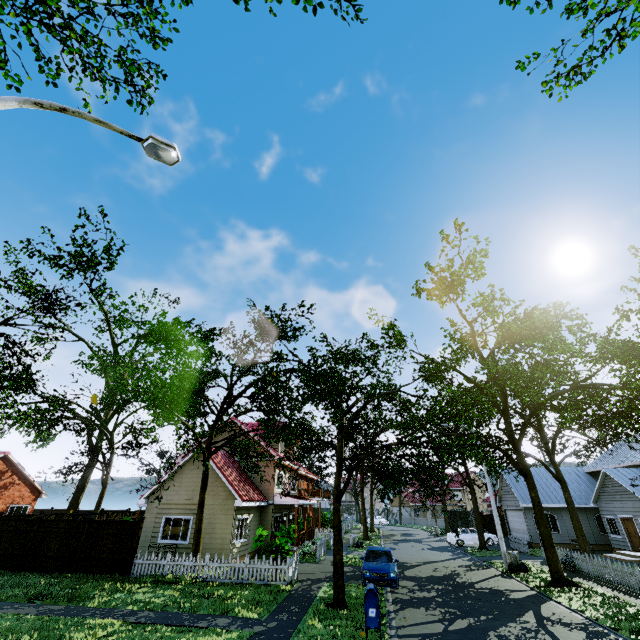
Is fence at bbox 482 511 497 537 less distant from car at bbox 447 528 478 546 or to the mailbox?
car at bbox 447 528 478 546

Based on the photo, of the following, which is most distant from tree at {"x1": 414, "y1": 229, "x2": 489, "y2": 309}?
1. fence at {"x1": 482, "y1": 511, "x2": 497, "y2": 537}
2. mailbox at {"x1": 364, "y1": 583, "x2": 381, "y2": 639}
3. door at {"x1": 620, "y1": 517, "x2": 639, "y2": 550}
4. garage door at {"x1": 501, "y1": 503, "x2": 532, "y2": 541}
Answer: door at {"x1": 620, "y1": 517, "x2": 639, "y2": 550}

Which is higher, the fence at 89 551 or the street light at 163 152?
the street light at 163 152

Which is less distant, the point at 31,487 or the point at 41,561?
the point at 41,561

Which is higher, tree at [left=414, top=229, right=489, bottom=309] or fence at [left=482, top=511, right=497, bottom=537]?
tree at [left=414, top=229, right=489, bottom=309]

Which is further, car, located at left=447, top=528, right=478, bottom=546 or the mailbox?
car, located at left=447, top=528, right=478, bottom=546

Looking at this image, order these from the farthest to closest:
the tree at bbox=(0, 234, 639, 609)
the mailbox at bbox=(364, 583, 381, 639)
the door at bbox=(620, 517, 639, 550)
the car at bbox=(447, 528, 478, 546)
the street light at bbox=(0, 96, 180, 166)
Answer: the car at bbox=(447, 528, 478, 546)
the door at bbox=(620, 517, 639, 550)
the tree at bbox=(0, 234, 639, 609)
the mailbox at bbox=(364, 583, 381, 639)
the street light at bbox=(0, 96, 180, 166)

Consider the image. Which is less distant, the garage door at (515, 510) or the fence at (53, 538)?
the fence at (53, 538)
